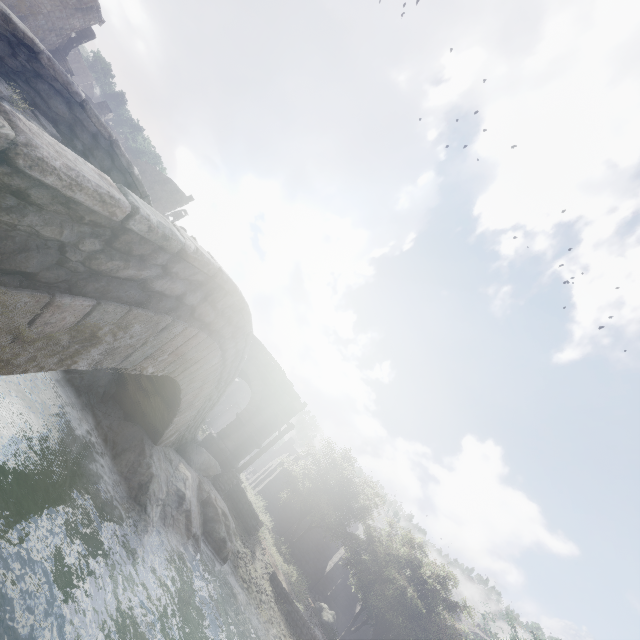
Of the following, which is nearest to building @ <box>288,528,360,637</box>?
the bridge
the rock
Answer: the bridge

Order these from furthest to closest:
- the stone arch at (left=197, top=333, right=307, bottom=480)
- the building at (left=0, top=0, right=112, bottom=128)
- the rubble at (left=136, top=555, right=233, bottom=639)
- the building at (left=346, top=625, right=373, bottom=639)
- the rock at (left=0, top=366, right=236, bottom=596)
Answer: the building at (left=346, top=625, right=373, bottom=639), the building at (left=0, top=0, right=112, bottom=128), the stone arch at (left=197, top=333, right=307, bottom=480), the rubble at (left=136, top=555, right=233, bottom=639), the rock at (left=0, top=366, right=236, bottom=596)

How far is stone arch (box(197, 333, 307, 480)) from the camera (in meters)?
17.52

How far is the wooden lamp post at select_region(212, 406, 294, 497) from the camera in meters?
15.2

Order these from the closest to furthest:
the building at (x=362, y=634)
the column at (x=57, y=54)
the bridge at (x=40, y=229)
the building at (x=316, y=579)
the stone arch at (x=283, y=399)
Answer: the bridge at (x=40, y=229) < the stone arch at (x=283, y=399) < the column at (x=57, y=54) < the building at (x=362, y=634) < the building at (x=316, y=579)

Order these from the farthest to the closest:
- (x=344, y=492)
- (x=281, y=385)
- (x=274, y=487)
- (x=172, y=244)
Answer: (x=274, y=487), (x=344, y=492), (x=281, y=385), (x=172, y=244)

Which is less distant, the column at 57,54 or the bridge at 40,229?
the bridge at 40,229

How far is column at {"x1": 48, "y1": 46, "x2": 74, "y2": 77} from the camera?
28.6m
